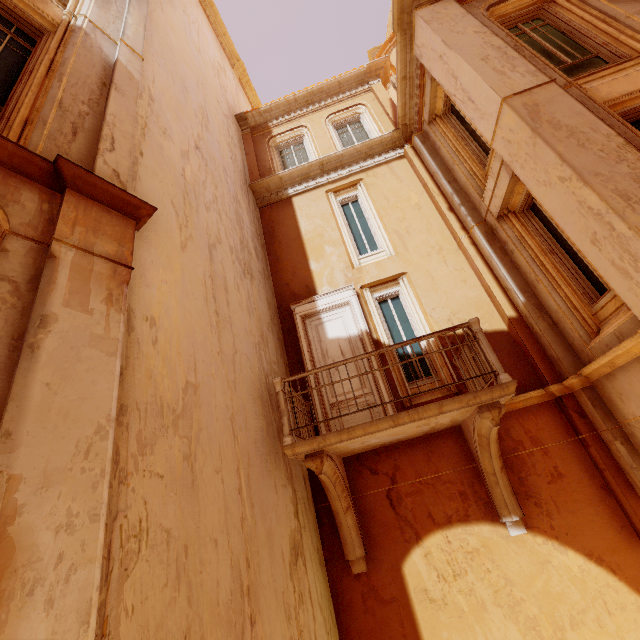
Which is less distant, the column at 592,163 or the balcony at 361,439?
the column at 592,163

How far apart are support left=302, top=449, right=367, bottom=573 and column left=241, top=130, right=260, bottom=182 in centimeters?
856cm

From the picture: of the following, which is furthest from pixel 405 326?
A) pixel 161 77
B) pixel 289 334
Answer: pixel 161 77

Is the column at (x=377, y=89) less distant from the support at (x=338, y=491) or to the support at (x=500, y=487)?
the support at (x=500, y=487)

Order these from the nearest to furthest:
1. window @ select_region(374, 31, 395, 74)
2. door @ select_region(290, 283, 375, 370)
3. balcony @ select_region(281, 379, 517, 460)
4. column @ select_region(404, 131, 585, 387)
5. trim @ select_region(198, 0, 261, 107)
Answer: balcony @ select_region(281, 379, 517, 460), column @ select_region(404, 131, 585, 387), door @ select_region(290, 283, 375, 370), trim @ select_region(198, 0, 261, 107), window @ select_region(374, 31, 395, 74)

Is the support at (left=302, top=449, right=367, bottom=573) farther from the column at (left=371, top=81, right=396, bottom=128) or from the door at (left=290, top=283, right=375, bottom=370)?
the column at (left=371, top=81, right=396, bottom=128)

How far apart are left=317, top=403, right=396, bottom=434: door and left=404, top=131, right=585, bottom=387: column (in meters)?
2.74

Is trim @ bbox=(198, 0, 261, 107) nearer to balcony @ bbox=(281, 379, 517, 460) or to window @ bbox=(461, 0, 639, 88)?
window @ bbox=(461, 0, 639, 88)
